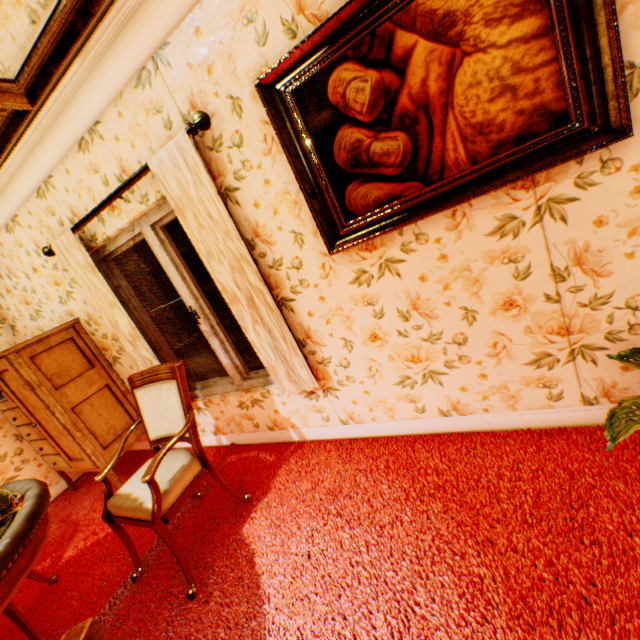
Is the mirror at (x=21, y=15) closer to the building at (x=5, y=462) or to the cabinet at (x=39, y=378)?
the building at (x=5, y=462)

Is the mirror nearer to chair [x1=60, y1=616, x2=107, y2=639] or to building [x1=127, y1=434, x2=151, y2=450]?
building [x1=127, y1=434, x2=151, y2=450]

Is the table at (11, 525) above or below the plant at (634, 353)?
above

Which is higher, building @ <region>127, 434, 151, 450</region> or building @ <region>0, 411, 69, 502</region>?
building @ <region>0, 411, 69, 502</region>

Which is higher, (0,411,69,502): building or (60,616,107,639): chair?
(60,616,107,639): chair

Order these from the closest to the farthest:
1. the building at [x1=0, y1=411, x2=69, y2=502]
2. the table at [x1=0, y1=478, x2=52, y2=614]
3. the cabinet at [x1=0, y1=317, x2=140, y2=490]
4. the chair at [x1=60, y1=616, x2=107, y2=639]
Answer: the chair at [x1=60, y1=616, x2=107, y2=639] → the table at [x1=0, y1=478, x2=52, y2=614] → the cabinet at [x1=0, y1=317, x2=140, y2=490] → the building at [x1=0, y1=411, x2=69, y2=502]

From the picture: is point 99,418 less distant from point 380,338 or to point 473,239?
point 380,338

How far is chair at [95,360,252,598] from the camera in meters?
2.0 m
